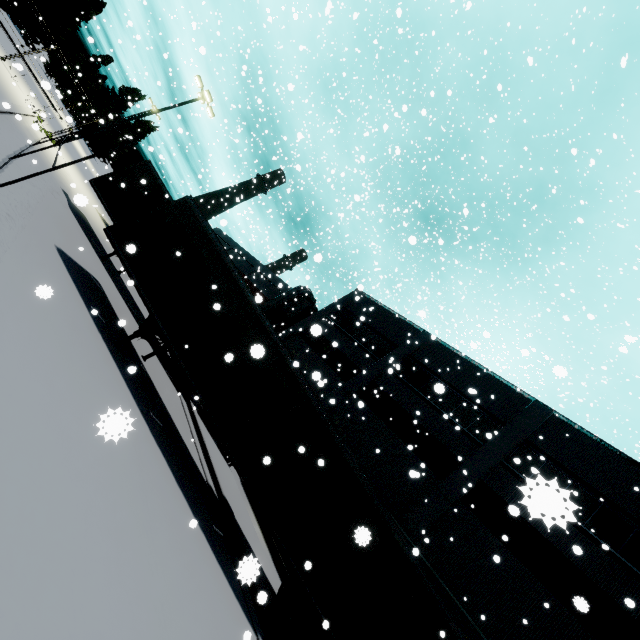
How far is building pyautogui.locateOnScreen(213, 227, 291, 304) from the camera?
31.9 meters

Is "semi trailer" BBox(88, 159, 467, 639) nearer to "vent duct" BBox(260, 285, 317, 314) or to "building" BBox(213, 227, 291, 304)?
"vent duct" BBox(260, 285, 317, 314)

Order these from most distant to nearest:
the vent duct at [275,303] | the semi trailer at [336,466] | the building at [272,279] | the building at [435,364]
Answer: the building at [272,279], the vent duct at [275,303], the building at [435,364], the semi trailer at [336,466]

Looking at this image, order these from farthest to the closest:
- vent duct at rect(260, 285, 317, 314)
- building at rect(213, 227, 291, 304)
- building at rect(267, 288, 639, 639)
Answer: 1. building at rect(213, 227, 291, 304)
2. vent duct at rect(260, 285, 317, 314)
3. building at rect(267, 288, 639, 639)

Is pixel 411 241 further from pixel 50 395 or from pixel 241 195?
pixel 241 195

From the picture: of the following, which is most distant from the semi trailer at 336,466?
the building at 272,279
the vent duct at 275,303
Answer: the building at 272,279

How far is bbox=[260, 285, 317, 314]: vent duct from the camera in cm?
2811
